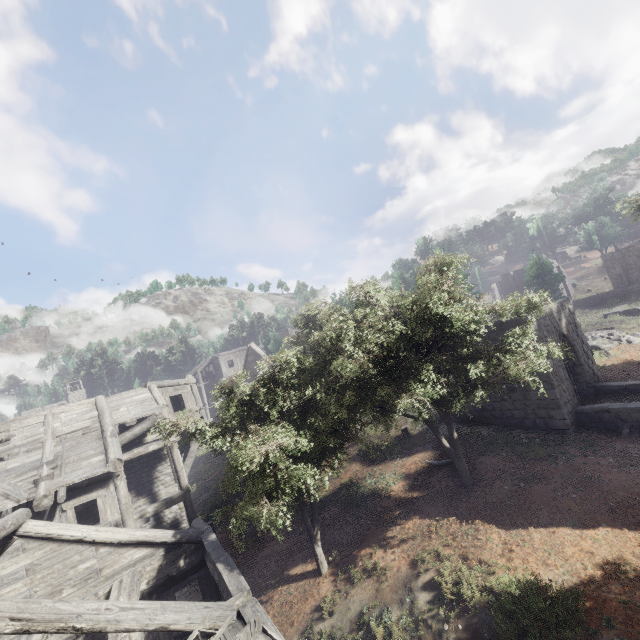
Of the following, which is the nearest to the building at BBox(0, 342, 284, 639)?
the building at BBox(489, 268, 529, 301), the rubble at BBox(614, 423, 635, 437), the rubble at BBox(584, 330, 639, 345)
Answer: the rubble at BBox(614, 423, 635, 437)

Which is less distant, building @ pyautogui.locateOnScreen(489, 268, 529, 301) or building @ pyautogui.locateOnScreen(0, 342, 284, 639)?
building @ pyautogui.locateOnScreen(0, 342, 284, 639)

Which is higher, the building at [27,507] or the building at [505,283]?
the building at [505,283]

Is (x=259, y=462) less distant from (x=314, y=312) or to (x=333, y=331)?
(x=314, y=312)

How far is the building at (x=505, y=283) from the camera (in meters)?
43.83

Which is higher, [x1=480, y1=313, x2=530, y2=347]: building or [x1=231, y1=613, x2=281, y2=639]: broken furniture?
[x1=480, y1=313, x2=530, y2=347]: building

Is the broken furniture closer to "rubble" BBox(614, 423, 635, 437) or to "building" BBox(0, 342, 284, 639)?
"building" BBox(0, 342, 284, 639)

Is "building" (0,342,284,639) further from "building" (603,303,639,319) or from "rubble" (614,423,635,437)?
"building" (603,303,639,319)
